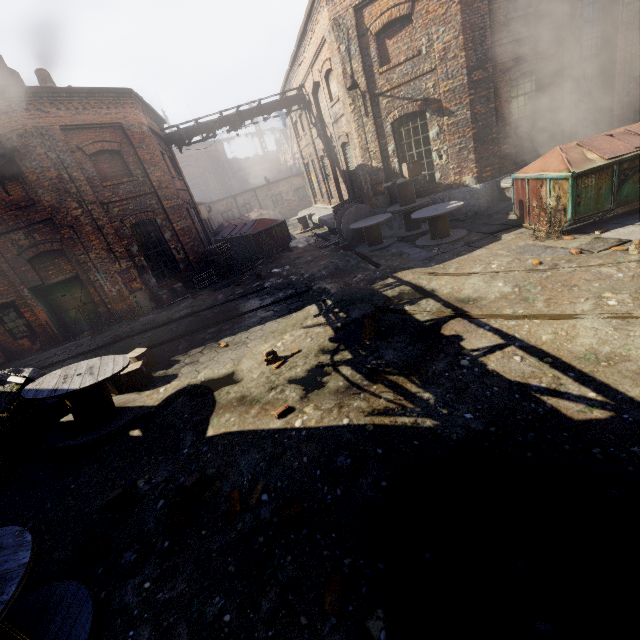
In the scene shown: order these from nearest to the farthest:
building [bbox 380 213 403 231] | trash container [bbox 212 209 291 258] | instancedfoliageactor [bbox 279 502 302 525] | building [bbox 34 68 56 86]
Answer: instancedfoliageactor [bbox 279 502 302 525], building [bbox 380 213 403 231], building [bbox 34 68 56 86], trash container [bbox 212 209 291 258]

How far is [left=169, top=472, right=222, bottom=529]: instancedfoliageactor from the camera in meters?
3.6

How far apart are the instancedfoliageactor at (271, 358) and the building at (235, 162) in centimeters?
5968cm

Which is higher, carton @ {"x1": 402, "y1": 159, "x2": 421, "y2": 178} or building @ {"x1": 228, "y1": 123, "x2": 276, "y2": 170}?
building @ {"x1": 228, "y1": 123, "x2": 276, "y2": 170}

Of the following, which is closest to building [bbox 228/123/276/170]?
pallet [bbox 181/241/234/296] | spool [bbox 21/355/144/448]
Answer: pallet [bbox 181/241/234/296]

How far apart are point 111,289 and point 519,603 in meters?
14.2

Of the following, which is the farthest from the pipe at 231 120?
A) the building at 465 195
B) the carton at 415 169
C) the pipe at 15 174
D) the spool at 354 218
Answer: the carton at 415 169

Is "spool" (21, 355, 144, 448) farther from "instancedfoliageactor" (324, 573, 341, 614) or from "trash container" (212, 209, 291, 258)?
"trash container" (212, 209, 291, 258)
